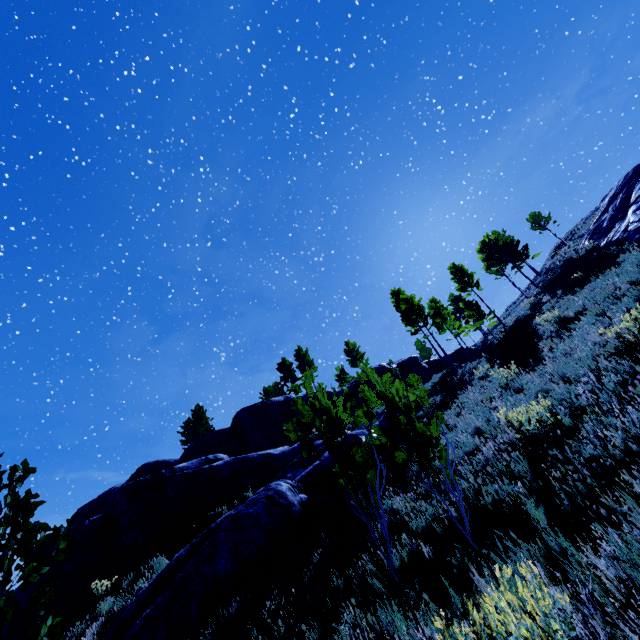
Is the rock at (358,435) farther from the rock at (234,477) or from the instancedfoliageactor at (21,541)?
the instancedfoliageactor at (21,541)

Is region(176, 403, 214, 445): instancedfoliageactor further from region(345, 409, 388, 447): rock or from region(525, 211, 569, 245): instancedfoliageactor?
region(525, 211, 569, 245): instancedfoliageactor

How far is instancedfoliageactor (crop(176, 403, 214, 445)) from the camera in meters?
40.2 m

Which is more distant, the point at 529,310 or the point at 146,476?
the point at 529,310

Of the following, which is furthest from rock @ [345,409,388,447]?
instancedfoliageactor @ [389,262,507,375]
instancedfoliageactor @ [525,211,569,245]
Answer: instancedfoliageactor @ [525,211,569,245]

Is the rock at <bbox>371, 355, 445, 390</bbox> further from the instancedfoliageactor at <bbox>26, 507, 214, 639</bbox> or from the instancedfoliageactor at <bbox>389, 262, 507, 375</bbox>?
the instancedfoliageactor at <bbox>26, 507, 214, 639</bbox>

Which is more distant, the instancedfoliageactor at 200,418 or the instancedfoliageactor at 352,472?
the instancedfoliageactor at 200,418

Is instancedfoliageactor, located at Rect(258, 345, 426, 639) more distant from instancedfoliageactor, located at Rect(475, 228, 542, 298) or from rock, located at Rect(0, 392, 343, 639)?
instancedfoliageactor, located at Rect(475, 228, 542, 298)
